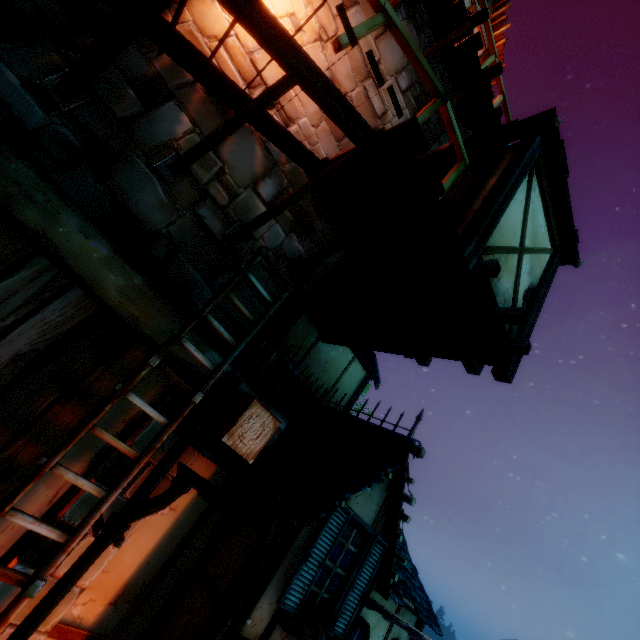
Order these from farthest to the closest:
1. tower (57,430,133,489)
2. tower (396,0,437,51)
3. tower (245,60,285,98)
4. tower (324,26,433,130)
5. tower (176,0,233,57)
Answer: tower (396,0,437,51)
tower (324,26,433,130)
tower (245,60,285,98)
tower (176,0,233,57)
tower (57,430,133,489)

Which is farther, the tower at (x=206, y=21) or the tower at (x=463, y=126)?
the tower at (x=463, y=126)

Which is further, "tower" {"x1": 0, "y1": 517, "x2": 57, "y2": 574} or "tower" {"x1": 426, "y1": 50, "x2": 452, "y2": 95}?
"tower" {"x1": 426, "y1": 50, "x2": 452, "y2": 95}

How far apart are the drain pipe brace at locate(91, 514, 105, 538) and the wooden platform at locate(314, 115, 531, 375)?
4.3m

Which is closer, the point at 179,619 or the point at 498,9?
the point at 179,619

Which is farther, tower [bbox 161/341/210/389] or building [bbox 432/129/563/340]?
building [bbox 432/129/563/340]

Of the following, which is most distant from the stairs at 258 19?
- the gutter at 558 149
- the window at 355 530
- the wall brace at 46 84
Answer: the window at 355 530

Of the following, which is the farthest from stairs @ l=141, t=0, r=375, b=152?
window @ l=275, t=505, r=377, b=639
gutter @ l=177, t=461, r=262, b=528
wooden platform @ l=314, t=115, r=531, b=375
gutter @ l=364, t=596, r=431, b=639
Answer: gutter @ l=364, t=596, r=431, b=639
